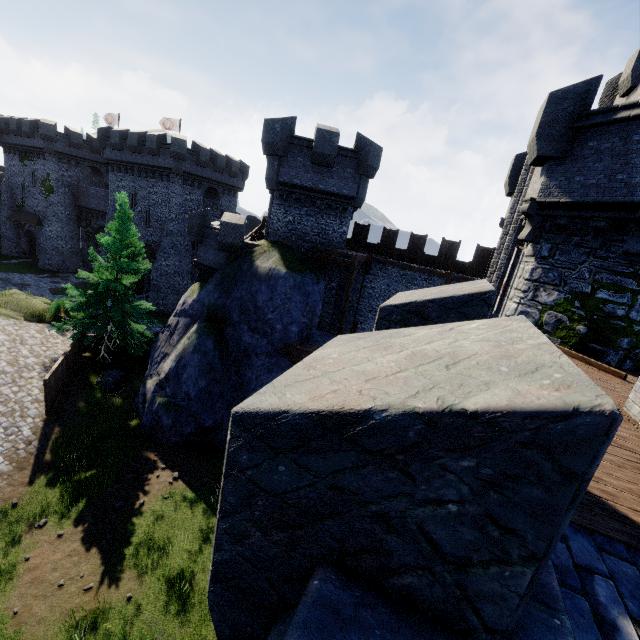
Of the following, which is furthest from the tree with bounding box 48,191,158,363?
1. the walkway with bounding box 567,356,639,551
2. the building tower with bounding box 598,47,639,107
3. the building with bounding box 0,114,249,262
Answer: the building tower with bounding box 598,47,639,107

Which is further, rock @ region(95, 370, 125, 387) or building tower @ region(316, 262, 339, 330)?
building tower @ region(316, 262, 339, 330)

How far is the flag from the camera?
40.8 meters

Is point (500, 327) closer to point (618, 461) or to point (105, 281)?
point (618, 461)

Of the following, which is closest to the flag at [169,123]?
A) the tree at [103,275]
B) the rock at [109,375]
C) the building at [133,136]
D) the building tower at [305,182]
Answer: the building at [133,136]

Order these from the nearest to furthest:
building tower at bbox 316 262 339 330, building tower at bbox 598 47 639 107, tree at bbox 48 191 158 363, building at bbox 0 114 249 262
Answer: building tower at bbox 598 47 639 107 < tree at bbox 48 191 158 363 < building tower at bbox 316 262 339 330 < building at bbox 0 114 249 262

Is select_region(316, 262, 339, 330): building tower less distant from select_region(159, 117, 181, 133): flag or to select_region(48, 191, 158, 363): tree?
select_region(48, 191, 158, 363): tree

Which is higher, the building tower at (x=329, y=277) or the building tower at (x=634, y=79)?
the building tower at (x=634, y=79)
